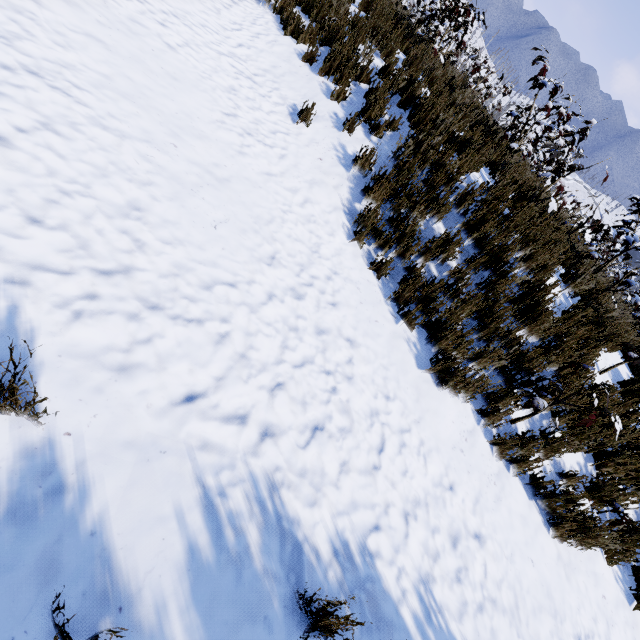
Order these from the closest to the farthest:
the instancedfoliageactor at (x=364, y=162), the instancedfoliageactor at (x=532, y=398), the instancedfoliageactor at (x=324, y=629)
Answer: the instancedfoliageactor at (x=324, y=629) → the instancedfoliageactor at (x=532, y=398) → the instancedfoliageactor at (x=364, y=162)

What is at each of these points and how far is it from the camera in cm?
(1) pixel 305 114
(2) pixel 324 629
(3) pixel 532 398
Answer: (1) instancedfoliageactor, 466
(2) instancedfoliageactor, 151
(3) instancedfoliageactor, 410

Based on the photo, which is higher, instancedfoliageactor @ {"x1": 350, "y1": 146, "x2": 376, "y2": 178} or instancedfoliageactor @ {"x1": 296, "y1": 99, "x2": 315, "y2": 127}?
instancedfoliageactor @ {"x1": 350, "y1": 146, "x2": 376, "y2": 178}

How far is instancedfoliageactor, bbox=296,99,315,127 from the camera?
4.6 meters

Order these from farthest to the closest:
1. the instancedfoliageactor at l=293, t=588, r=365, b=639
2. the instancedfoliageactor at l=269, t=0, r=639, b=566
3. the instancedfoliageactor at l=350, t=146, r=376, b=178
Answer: the instancedfoliageactor at l=350, t=146, r=376, b=178, the instancedfoliageactor at l=269, t=0, r=639, b=566, the instancedfoliageactor at l=293, t=588, r=365, b=639

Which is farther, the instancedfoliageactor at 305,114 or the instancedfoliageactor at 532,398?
the instancedfoliageactor at 305,114

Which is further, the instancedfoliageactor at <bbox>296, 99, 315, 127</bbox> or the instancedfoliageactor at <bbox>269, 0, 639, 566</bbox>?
the instancedfoliageactor at <bbox>296, 99, 315, 127</bbox>
